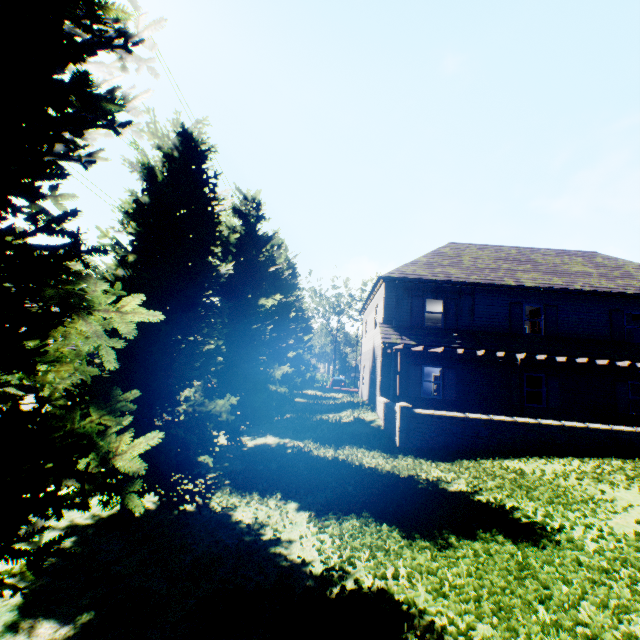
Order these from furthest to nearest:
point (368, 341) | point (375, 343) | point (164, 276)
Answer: point (368, 341), point (375, 343), point (164, 276)

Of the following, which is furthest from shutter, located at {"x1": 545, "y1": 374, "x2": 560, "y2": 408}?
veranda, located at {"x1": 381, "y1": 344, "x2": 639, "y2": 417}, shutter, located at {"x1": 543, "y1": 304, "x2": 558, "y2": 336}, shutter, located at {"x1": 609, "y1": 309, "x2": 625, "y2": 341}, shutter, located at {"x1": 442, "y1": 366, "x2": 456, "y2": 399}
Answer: shutter, located at {"x1": 442, "y1": 366, "x2": 456, "y2": 399}

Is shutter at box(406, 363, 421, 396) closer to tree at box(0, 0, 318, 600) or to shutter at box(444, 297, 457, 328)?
shutter at box(444, 297, 457, 328)

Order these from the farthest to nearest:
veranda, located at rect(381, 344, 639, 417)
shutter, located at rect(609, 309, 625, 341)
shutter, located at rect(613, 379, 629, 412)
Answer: shutter, located at rect(609, 309, 625, 341) < shutter, located at rect(613, 379, 629, 412) < veranda, located at rect(381, 344, 639, 417)

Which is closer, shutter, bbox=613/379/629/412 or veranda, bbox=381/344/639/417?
veranda, bbox=381/344/639/417

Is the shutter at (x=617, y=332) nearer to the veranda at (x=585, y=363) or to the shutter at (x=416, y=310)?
the veranda at (x=585, y=363)

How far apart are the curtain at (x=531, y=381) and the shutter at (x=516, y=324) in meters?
1.9

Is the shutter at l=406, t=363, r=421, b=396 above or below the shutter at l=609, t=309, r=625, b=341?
below
